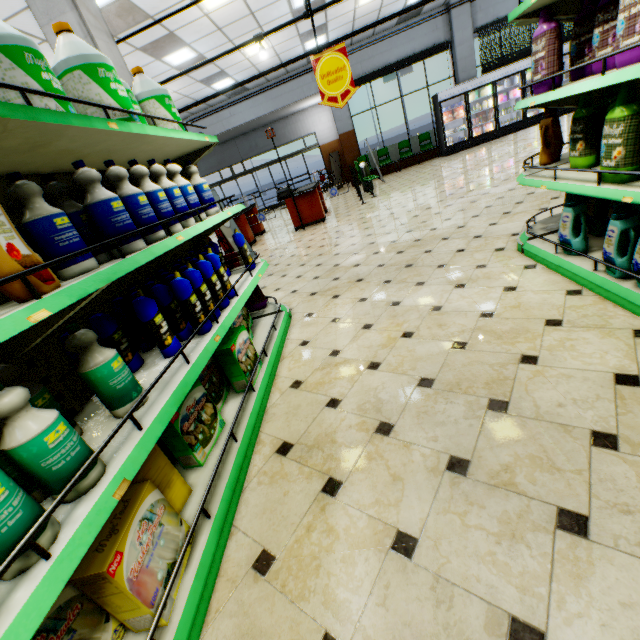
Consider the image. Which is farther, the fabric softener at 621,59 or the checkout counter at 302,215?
the checkout counter at 302,215

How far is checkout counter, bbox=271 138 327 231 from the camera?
8.5m

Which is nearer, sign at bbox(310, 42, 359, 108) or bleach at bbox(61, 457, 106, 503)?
bleach at bbox(61, 457, 106, 503)

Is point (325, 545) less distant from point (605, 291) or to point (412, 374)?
point (412, 374)

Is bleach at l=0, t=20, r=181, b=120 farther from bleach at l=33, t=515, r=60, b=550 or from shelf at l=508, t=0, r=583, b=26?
shelf at l=508, t=0, r=583, b=26

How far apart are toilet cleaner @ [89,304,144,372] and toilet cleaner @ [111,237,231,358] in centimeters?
42cm

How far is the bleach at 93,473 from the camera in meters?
1.0

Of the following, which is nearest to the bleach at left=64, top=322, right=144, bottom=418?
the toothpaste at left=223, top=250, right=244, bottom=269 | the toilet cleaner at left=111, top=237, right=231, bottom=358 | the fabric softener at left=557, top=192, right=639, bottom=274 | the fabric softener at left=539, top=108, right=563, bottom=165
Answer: the toilet cleaner at left=111, top=237, right=231, bottom=358
